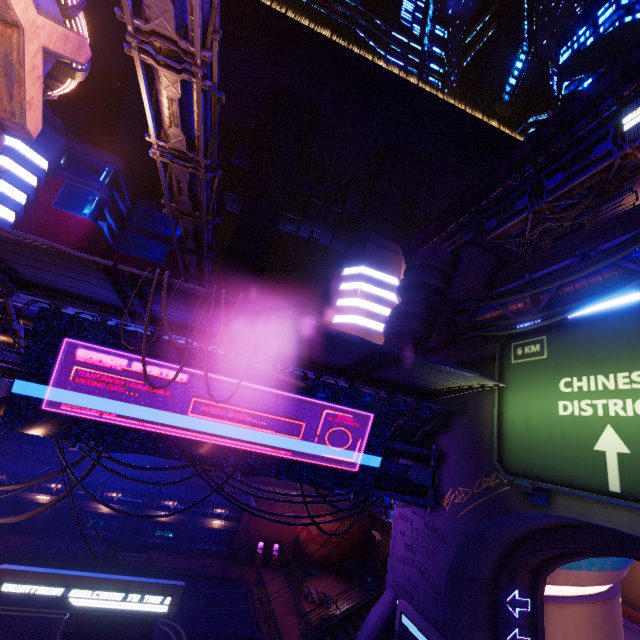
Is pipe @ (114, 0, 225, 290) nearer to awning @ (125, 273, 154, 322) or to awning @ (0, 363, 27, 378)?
awning @ (125, 273, 154, 322)

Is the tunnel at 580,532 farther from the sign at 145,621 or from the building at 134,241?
the building at 134,241

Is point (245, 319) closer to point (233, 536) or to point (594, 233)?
point (594, 233)

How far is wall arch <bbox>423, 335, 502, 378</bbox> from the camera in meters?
14.6 m

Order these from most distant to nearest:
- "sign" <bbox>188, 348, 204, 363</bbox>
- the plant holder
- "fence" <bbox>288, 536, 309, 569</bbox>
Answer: "fence" <bbox>288, 536, 309, 569</bbox>
the plant holder
"sign" <bbox>188, 348, 204, 363</bbox>

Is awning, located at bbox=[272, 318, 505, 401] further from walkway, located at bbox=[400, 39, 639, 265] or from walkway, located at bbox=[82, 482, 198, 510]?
walkway, located at bbox=[400, 39, 639, 265]

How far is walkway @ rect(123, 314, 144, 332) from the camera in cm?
1194

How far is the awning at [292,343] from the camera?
10.2m
